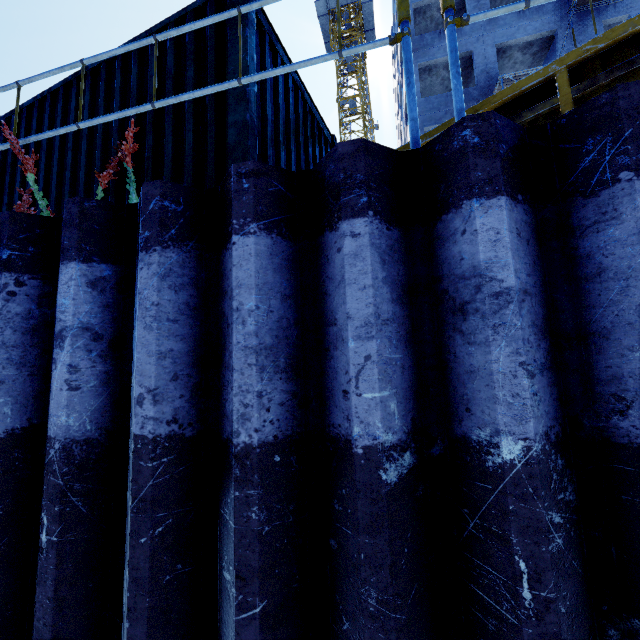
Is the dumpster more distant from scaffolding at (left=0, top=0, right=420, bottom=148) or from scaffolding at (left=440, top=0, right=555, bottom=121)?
scaffolding at (left=0, top=0, right=420, bottom=148)

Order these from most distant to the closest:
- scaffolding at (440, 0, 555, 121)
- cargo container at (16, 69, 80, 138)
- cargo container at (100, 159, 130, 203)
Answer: cargo container at (16, 69, 80, 138) < cargo container at (100, 159, 130, 203) < scaffolding at (440, 0, 555, 121)

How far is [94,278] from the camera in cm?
168

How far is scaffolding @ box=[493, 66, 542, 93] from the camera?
15.0m

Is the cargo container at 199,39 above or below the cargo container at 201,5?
below

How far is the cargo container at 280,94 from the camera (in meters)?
2.78

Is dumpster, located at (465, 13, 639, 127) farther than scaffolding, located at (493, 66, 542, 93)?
No

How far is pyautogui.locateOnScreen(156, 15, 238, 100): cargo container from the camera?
2.86m
